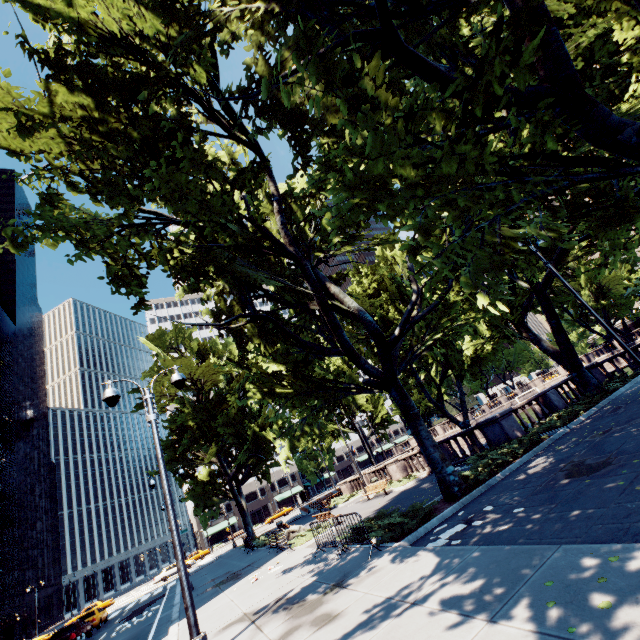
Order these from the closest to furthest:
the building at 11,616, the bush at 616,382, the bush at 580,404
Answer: the bush at 580,404, the bush at 616,382, the building at 11,616

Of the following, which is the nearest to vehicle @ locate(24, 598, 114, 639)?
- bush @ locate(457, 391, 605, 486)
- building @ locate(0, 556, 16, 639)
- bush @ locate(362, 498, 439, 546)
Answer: bush @ locate(362, 498, 439, 546)

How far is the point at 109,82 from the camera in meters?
9.7 m

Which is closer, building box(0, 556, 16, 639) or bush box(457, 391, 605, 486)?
bush box(457, 391, 605, 486)

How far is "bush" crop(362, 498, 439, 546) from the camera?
9.8 meters

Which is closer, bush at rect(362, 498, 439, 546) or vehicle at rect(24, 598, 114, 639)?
bush at rect(362, 498, 439, 546)

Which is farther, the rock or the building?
the building

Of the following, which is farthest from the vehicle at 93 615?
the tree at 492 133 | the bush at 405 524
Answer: the bush at 405 524
